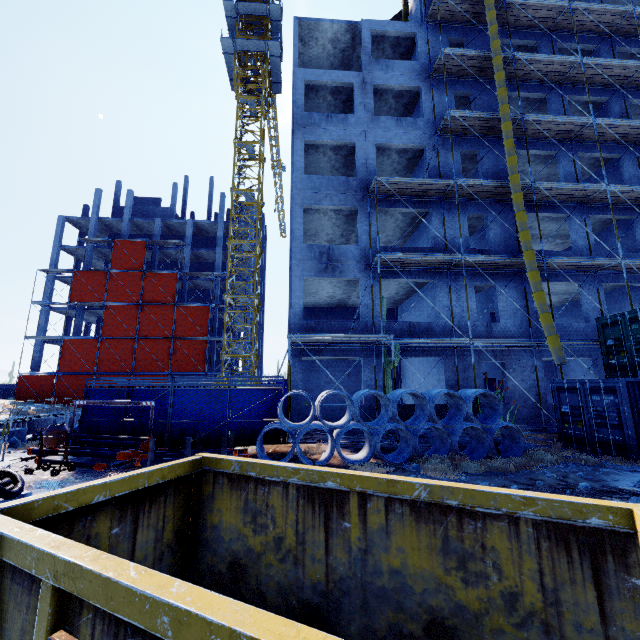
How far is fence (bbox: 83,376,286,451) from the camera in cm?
1126

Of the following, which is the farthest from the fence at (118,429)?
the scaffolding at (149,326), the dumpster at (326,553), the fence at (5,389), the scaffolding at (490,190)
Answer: the fence at (5,389)

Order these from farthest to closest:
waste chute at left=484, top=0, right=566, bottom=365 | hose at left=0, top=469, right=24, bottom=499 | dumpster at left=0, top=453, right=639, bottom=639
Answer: waste chute at left=484, top=0, right=566, bottom=365 < hose at left=0, top=469, right=24, bottom=499 < dumpster at left=0, top=453, right=639, bottom=639

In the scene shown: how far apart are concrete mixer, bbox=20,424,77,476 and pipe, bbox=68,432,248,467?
0.21m

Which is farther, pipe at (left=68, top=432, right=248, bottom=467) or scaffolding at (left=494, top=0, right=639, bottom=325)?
scaffolding at (left=494, top=0, right=639, bottom=325)

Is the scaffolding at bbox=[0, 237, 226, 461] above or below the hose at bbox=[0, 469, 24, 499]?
above

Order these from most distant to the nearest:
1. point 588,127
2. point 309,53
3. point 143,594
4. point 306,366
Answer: point 306,366, point 309,53, point 588,127, point 143,594

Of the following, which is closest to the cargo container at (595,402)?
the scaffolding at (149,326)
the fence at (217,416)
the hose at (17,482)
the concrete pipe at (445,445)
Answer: the concrete pipe at (445,445)
